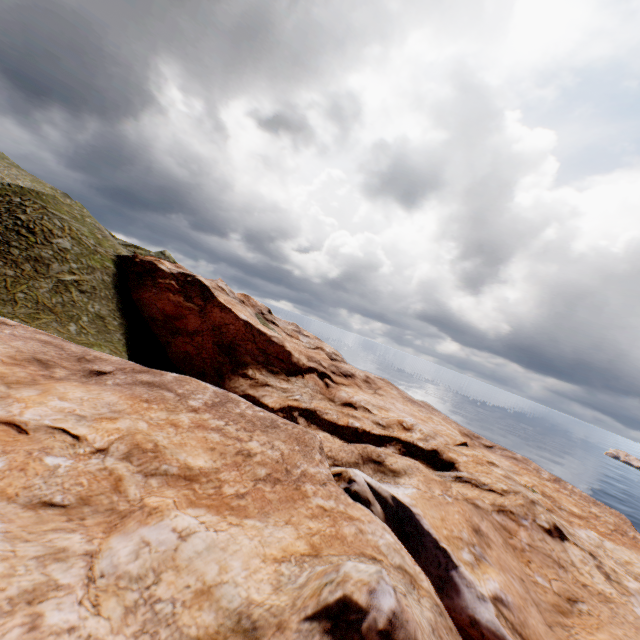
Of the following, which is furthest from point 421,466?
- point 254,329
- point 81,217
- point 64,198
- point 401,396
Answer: point 64,198
